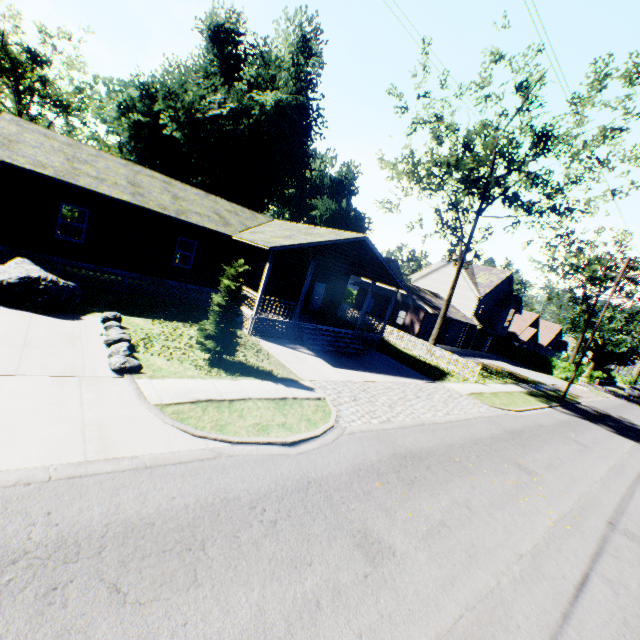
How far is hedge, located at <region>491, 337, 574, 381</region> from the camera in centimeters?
4212cm

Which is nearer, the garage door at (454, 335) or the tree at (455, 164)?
the tree at (455, 164)

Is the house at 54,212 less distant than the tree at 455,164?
Yes

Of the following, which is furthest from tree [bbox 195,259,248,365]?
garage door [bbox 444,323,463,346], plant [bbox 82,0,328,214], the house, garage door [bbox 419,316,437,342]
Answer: garage door [bbox 444,323,463,346]

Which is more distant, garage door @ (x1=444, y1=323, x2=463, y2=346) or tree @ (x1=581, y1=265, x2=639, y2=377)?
garage door @ (x1=444, y1=323, x2=463, y2=346)

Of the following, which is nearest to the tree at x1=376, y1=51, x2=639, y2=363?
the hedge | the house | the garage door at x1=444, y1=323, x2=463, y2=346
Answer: the hedge

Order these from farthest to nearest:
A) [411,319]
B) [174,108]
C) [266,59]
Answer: [266,59]
[411,319]
[174,108]

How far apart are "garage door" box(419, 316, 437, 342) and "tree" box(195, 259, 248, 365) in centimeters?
2661cm
